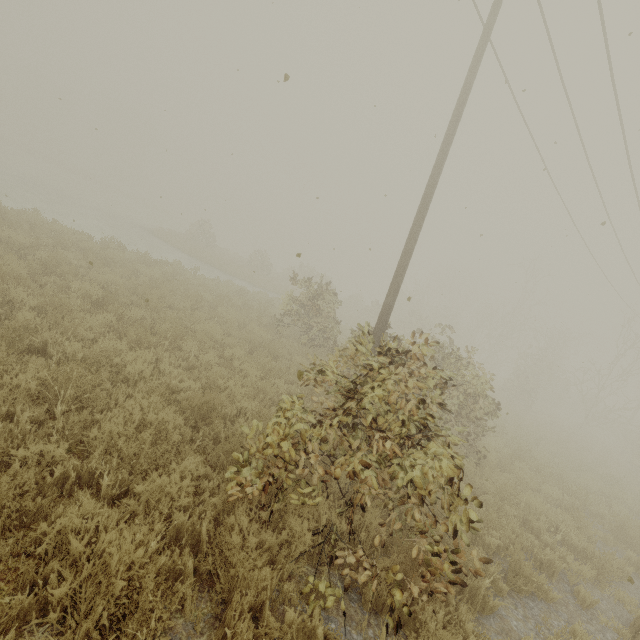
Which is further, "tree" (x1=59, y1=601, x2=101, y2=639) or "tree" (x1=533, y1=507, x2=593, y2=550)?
"tree" (x1=533, y1=507, x2=593, y2=550)

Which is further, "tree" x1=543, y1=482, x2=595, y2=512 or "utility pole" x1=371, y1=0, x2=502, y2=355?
"tree" x1=543, y1=482, x2=595, y2=512

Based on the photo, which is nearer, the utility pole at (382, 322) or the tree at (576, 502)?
the utility pole at (382, 322)

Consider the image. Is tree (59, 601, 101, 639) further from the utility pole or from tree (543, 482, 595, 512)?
tree (543, 482, 595, 512)

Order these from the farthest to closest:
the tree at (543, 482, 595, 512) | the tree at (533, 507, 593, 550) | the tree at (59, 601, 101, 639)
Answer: the tree at (543, 482, 595, 512)
the tree at (533, 507, 593, 550)
the tree at (59, 601, 101, 639)

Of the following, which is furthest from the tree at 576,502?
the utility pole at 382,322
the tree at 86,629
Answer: the tree at 86,629

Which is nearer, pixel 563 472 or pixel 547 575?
pixel 547 575

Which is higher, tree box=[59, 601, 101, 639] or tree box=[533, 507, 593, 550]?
tree box=[533, 507, 593, 550]
